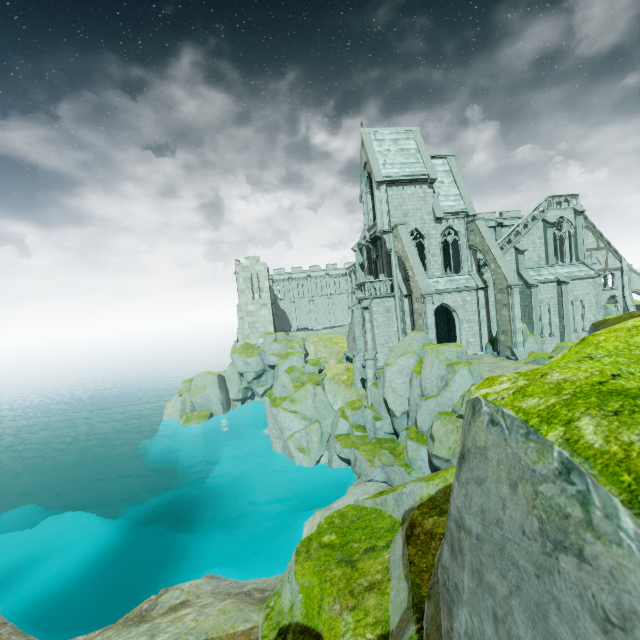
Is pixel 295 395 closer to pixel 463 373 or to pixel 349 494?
pixel 349 494

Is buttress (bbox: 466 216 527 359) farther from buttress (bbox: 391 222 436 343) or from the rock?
buttress (bbox: 391 222 436 343)

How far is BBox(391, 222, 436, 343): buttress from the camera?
23.1 meters

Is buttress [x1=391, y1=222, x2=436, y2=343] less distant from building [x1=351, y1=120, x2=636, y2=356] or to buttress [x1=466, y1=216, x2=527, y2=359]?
Answer: building [x1=351, y1=120, x2=636, y2=356]

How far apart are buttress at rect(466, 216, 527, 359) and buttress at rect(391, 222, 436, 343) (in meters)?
5.90

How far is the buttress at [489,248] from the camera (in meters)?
24.08

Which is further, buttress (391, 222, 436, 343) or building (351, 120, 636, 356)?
building (351, 120, 636, 356)

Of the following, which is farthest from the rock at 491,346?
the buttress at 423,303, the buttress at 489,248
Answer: the buttress at 423,303
